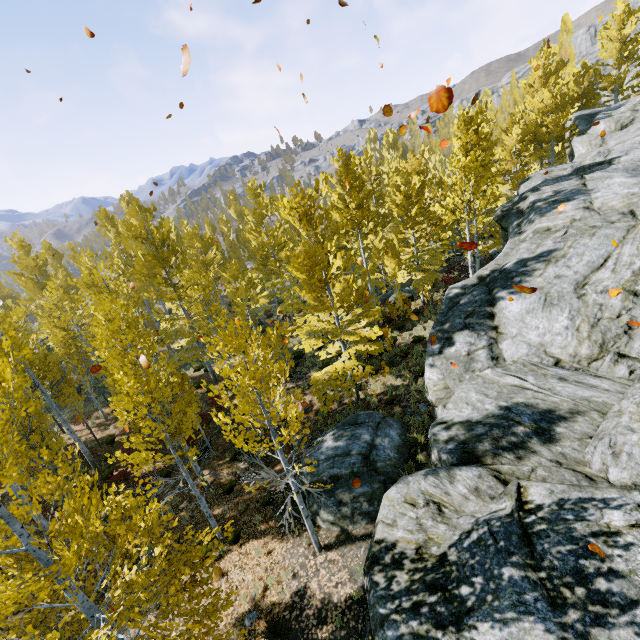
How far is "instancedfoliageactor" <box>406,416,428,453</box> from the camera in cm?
1072

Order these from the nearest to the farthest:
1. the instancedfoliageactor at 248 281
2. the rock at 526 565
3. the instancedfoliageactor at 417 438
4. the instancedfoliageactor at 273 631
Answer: the rock at 526 565, the instancedfoliageactor at 248 281, the instancedfoliageactor at 273 631, the instancedfoliageactor at 417 438

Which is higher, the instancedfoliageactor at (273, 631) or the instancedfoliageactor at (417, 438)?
the instancedfoliageactor at (417, 438)

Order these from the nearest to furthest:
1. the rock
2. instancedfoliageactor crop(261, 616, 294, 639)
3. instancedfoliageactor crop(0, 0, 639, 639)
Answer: the rock < instancedfoliageactor crop(0, 0, 639, 639) < instancedfoliageactor crop(261, 616, 294, 639)

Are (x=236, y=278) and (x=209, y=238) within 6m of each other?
yes

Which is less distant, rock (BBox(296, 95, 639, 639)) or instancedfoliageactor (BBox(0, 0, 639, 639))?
rock (BBox(296, 95, 639, 639))

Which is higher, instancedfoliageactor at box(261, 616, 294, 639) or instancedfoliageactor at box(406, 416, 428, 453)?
instancedfoliageactor at box(406, 416, 428, 453)
